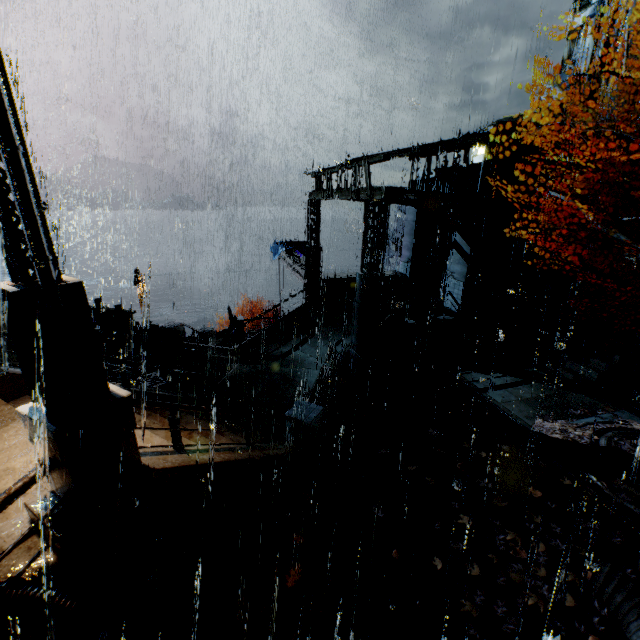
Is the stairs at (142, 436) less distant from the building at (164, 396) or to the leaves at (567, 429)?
the building at (164, 396)

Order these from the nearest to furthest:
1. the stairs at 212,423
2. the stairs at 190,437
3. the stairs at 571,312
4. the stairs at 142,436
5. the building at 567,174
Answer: the stairs at 142,436, the stairs at 190,437, the stairs at 212,423, the stairs at 571,312, the building at 567,174

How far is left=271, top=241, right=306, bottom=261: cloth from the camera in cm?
2777

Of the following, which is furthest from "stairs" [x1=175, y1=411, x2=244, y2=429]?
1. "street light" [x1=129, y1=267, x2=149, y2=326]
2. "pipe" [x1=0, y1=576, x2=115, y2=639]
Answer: "street light" [x1=129, y1=267, x2=149, y2=326]

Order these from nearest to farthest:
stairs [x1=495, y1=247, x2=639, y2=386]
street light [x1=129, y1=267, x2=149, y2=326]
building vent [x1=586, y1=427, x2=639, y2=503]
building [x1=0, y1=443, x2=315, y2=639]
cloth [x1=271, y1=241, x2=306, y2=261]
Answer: building [x1=0, y1=443, x2=315, y2=639] → building vent [x1=586, y1=427, x2=639, y2=503] → stairs [x1=495, y1=247, x2=639, y2=386] → street light [x1=129, y1=267, x2=149, y2=326] → cloth [x1=271, y1=241, x2=306, y2=261]

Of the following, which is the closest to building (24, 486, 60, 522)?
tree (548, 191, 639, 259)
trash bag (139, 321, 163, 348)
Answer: trash bag (139, 321, 163, 348)

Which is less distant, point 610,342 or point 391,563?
point 391,563

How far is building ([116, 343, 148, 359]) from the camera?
15.5m
